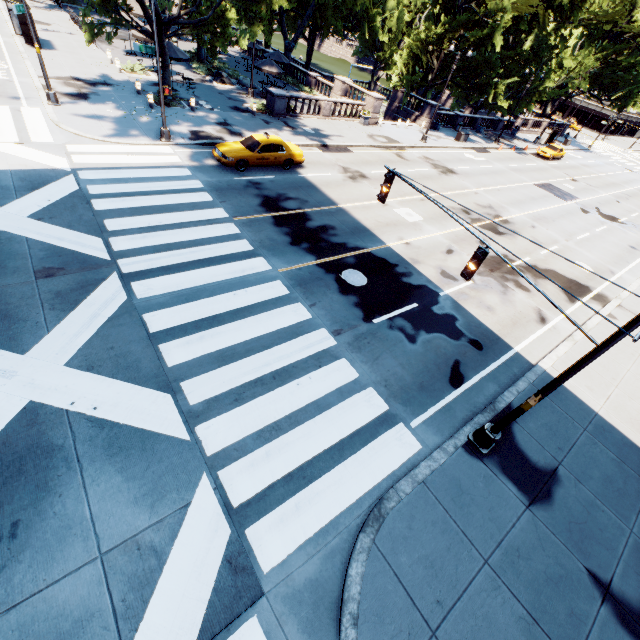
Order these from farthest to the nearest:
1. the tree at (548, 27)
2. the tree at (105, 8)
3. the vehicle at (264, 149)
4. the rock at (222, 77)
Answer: the rock at (222, 77) < the tree at (548, 27) < the tree at (105, 8) < the vehicle at (264, 149)

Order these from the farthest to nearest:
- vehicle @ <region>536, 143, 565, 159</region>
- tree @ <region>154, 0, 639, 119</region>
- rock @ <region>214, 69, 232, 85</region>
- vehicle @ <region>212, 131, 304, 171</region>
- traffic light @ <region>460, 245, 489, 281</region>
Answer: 1. vehicle @ <region>536, 143, 565, 159</region>
2. rock @ <region>214, 69, 232, 85</region>
3. tree @ <region>154, 0, 639, 119</region>
4. vehicle @ <region>212, 131, 304, 171</region>
5. traffic light @ <region>460, 245, 489, 281</region>

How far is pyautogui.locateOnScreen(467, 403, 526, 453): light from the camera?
7.78m

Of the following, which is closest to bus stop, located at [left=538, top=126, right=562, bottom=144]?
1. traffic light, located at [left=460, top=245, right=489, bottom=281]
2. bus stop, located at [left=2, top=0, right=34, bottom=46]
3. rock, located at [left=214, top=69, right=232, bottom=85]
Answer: rock, located at [left=214, top=69, right=232, bottom=85]

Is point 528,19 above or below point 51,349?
above

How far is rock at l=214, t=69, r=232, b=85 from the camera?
29.6 meters

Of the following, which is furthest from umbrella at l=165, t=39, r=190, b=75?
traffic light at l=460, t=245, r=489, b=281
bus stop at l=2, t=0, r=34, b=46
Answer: traffic light at l=460, t=245, r=489, b=281

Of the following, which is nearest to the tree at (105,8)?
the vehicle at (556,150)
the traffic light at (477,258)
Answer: the vehicle at (556,150)
